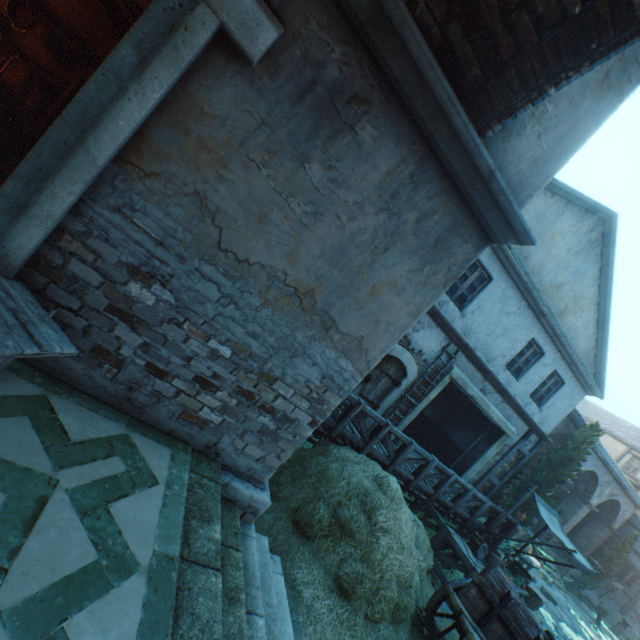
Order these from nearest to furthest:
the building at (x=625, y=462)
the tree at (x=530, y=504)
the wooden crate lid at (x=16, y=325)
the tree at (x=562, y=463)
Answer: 1. the wooden crate lid at (x=16, y=325)
2. the tree at (x=562, y=463)
3. the tree at (x=530, y=504)
4. the building at (x=625, y=462)

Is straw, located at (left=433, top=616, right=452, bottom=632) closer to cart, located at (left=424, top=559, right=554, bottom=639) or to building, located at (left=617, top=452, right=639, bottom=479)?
cart, located at (left=424, top=559, right=554, bottom=639)

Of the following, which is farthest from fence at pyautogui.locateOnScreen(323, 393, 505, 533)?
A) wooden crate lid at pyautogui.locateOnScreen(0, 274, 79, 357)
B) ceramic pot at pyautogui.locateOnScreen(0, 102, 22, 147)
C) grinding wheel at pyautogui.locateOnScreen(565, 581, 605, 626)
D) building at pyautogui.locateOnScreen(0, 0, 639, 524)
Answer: grinding wheel at pyautogui.locateOnScreen(565, 581, 605, 626)

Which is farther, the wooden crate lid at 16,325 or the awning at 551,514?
the awning at 551,514

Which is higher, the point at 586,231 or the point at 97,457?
the point at 586,231

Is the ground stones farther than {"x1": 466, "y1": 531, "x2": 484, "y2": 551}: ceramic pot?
Yes

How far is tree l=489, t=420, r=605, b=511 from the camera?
13.4 meters

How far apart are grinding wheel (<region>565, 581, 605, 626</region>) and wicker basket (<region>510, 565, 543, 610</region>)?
13.8 meters
